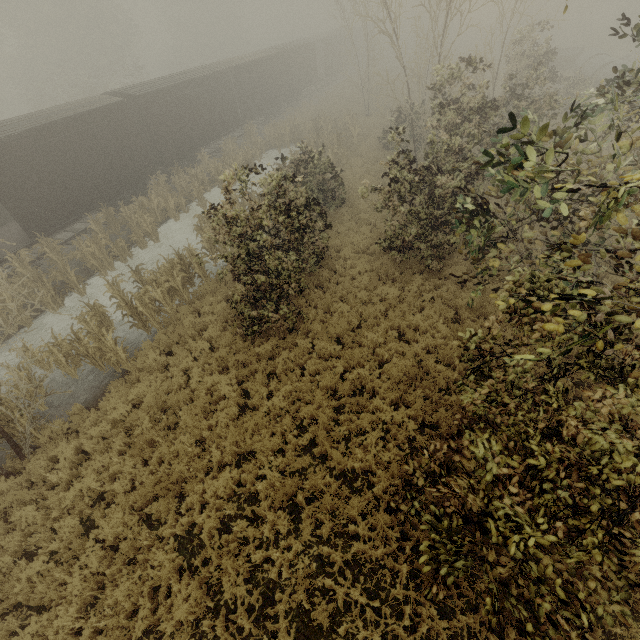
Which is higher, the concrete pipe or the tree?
the tree

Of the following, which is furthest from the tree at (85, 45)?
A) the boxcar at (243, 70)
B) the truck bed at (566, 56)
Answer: the truck bed at (566, 56)

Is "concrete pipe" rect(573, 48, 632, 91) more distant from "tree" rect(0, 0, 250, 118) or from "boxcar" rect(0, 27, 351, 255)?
"tree" rect(0, 0, 250, 118)

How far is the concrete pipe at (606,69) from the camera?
25.2 meters

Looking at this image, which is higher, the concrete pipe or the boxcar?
the boxcar

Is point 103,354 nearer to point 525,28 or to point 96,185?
point 96,185

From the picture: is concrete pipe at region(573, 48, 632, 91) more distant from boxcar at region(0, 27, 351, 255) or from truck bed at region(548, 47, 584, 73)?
boxcar at region(0, 27, 351, 255)

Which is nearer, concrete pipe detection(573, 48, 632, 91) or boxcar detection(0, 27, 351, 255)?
boxcar detection(0, 27, 351, 255)
